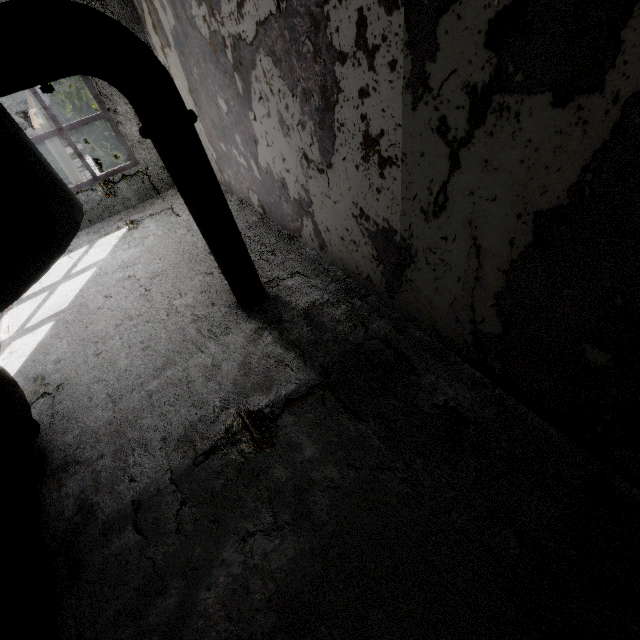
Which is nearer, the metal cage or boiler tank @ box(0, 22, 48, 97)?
boiler tank @ box(0, 22, 48, 97)

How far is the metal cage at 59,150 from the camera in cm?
1078

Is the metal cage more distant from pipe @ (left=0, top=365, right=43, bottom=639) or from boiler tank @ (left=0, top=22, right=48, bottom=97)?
pipe @ (left=0, top=365, right=43, bottom=639)

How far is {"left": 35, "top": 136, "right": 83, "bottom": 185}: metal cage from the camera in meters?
10.8 m

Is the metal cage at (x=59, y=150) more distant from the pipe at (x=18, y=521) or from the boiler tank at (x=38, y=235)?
the pipe at (x=18, y=521)

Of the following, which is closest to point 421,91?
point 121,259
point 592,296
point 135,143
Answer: point 592,296

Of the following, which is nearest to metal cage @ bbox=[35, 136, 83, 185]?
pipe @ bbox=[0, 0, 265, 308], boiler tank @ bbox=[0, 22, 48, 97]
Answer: boiler tank @ bbox=[0, 22, 48, 97]
